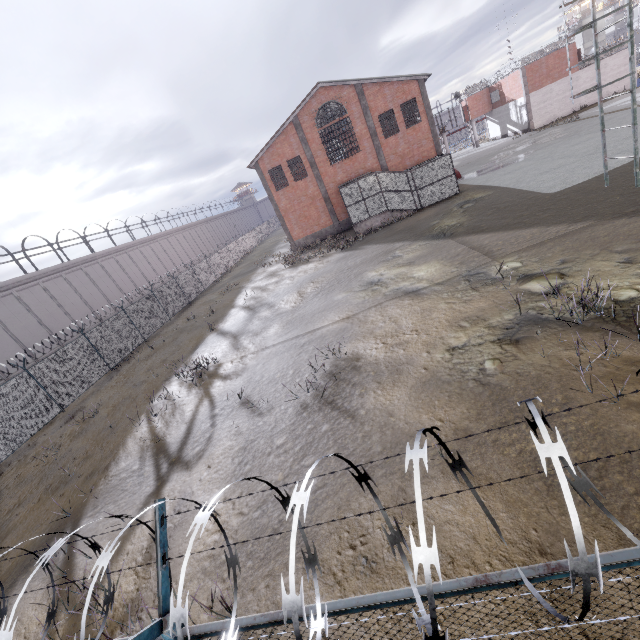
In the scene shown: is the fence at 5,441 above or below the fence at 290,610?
below

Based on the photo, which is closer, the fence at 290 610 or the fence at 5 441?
the fence at 290 610

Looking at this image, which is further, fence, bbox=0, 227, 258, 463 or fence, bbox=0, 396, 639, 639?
fence, bbox=0, 227, 258, 463

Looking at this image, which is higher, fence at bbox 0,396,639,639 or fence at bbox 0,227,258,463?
fence at bbox 0,396,639,639

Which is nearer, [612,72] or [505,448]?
[505,448]
